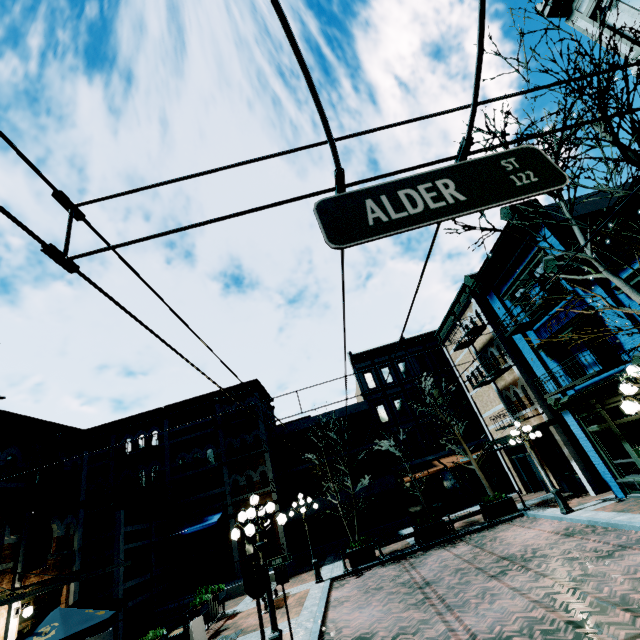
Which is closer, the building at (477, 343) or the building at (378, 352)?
the building at (477, 343)

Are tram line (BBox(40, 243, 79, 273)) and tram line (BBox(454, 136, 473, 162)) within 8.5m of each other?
yes

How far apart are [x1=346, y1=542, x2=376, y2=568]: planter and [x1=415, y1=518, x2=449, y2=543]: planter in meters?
2.4

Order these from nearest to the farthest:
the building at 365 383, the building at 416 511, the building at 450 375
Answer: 1. the building at 416 511
2. the building at 450 375
3. the building at 365 383

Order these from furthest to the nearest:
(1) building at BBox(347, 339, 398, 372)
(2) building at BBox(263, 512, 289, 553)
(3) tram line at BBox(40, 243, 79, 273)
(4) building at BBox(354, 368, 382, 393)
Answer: (1) building at BBox(347, 339, 398, 372) → (4) building at BBox(354, 368, 382, 393) → (2) building at BBox(263, 512, 289, 553) → (3) tram line at BBox(40, 243, 79, 273)

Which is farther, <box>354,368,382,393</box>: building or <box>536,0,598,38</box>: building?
<box>354,368,382,393</box>: building

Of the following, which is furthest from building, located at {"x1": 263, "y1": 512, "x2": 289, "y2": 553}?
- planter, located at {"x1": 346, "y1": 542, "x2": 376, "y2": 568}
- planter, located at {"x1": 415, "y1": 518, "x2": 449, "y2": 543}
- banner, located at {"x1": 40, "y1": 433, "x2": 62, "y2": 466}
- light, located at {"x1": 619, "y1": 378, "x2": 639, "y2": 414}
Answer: light, located at {"x1": 619, "y1": 378, "x2": 639, "y2": 414}

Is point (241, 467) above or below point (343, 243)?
above
